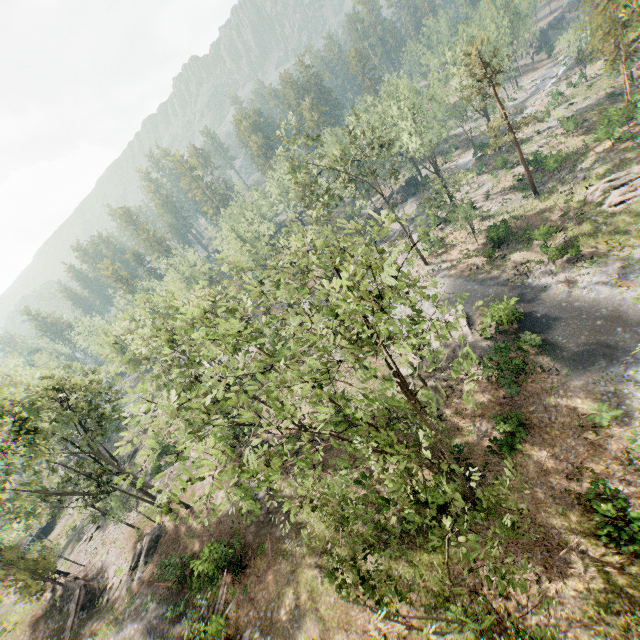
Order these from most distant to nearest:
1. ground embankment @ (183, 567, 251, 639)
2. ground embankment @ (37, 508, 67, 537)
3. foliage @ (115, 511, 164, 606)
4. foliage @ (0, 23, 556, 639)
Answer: ground embankment @ (37, 508, 67, 537), foliage @ (115, 511, 164, 606), ground embankment @ (183, 567, 251, 639), foliage @ (0, 23, 556, 639)

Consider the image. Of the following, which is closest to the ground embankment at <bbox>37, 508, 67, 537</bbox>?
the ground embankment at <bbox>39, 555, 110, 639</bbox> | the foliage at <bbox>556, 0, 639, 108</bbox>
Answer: the foliage at <bbox>556, 0, 639, 108</bbox>

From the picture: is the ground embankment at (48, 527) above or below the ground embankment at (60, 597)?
below

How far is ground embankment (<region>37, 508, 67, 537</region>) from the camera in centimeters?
4797cm

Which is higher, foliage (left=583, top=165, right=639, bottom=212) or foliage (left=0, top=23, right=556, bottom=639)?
foliage (left=0, top=23, right=556, bottom=639)

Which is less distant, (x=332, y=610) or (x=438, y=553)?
(x=332, y=610)

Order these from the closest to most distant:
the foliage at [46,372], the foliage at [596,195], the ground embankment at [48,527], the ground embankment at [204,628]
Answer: the foliage at [46,372], the ground embankment at [204,628], the foliage at [596,195], the ground embankment at [48,527]
